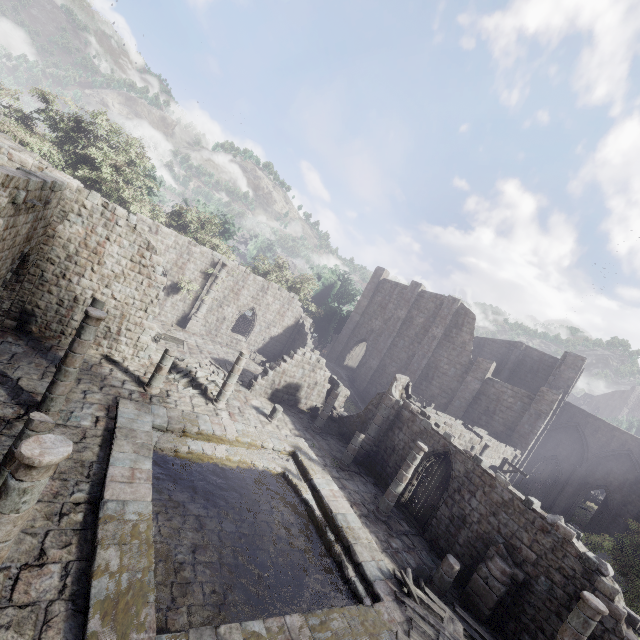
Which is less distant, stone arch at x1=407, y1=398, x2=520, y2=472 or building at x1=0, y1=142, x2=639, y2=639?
building at x1=0, y1=142, x2=639, y2=639

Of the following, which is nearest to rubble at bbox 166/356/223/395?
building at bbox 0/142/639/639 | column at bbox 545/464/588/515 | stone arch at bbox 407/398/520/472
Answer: building at bbox 0/142/639/639

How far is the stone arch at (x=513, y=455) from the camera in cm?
1920

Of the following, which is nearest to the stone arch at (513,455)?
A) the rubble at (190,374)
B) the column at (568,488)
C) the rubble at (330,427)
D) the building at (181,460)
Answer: the building at (181,460)

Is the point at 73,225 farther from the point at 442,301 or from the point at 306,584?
the point at 442,301

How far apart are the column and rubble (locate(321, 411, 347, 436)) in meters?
23.2

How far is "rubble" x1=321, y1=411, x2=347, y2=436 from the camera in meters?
21.7

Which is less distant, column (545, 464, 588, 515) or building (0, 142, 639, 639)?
building (0, 142, 639, 639)
